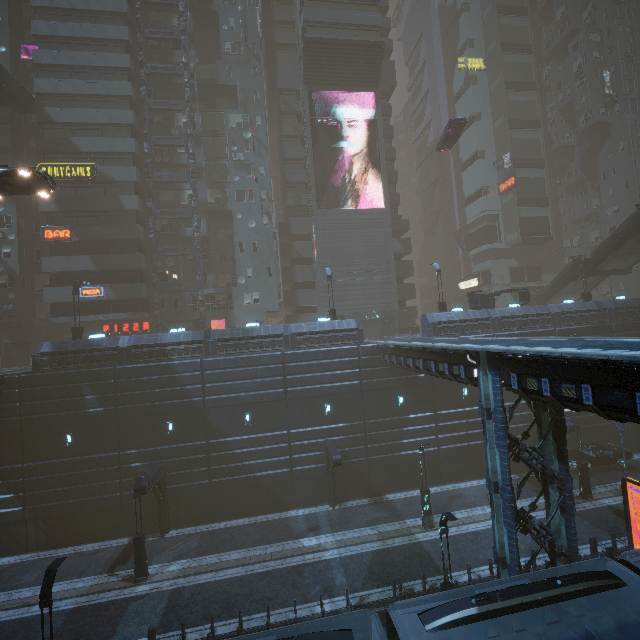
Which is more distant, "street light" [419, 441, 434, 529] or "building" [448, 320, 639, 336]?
"building" [448, 320, 639, 336]

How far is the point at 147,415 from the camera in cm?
2309

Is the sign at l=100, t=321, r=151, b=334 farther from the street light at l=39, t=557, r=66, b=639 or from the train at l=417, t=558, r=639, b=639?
the train at l=417, t=558, r=639, b=639

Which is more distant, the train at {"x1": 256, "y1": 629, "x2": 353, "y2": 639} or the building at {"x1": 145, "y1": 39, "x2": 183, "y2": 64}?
the building at {"x1": 145, "y1": 39, "x2": 183, "y2": 64}

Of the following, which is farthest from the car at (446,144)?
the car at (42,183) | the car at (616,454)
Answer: the car at (616,454)

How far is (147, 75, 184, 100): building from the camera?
36.4 meters

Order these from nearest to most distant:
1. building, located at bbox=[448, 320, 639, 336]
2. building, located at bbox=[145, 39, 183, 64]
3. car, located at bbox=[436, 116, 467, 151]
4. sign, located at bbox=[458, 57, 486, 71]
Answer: Result:
1. building, located at bbox=[448, 320, 639, 336]
2. car, located at bbox=[436, 116, 467, 151]
3. building, located at bbox=[145, 39, 183, 64]
4. sign, located at bbox=[458, 57, 486, 71]

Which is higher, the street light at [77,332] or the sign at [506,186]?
the sign at [506,186]
